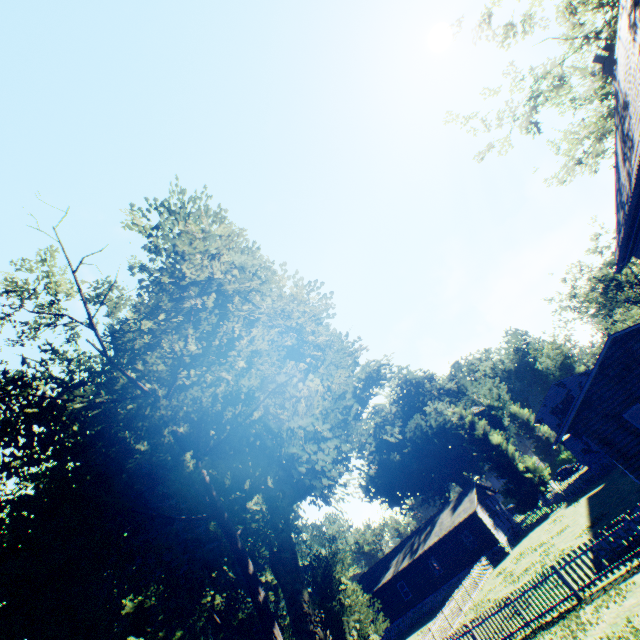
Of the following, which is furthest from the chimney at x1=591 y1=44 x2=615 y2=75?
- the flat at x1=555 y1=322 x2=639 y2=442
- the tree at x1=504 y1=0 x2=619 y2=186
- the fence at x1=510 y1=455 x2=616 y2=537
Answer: the fence at x1=510 y1=455 x2=616 y2=537

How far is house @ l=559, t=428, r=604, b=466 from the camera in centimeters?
3469cm

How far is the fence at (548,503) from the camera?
33.2m

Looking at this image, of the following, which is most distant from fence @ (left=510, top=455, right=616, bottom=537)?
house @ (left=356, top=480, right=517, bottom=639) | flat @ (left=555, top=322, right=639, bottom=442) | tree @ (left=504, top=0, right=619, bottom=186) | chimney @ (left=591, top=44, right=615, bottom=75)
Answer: chimney @ (left=591, top=44, right=615, bottom=75)

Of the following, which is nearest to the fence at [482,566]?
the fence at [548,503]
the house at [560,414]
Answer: the fence at [548,503]

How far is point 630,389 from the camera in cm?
1750

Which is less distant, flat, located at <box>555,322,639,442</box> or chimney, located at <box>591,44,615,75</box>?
chimney, located at <box>591,44,615,75</box>

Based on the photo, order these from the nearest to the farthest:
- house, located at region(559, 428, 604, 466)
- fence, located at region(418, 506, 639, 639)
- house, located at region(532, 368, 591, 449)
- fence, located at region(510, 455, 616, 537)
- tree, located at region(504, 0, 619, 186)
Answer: fence, located at region(418, 506, 639, 639) < tree, located at region(504, 0, 619, 186) < fence, located at region(510, 455, 616, 537) < house, located at region(559, 428, 604, 466) < house, located at region(532, 368, 591, 449)
